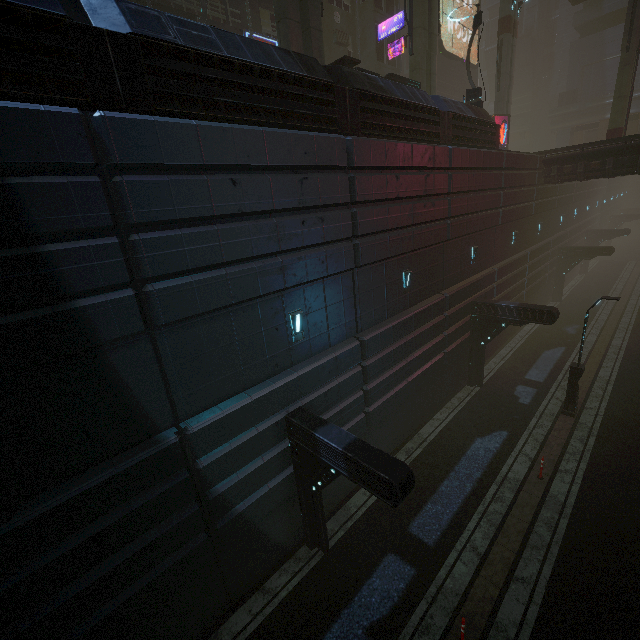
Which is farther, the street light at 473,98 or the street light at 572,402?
the street light at 473,98

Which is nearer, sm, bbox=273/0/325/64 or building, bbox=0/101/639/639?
building, bbox=0/101/639/639

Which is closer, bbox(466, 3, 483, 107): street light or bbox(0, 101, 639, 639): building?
bbox(0, 101, 639, 639): building

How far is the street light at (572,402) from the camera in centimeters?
1300cm

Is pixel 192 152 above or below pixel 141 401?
above

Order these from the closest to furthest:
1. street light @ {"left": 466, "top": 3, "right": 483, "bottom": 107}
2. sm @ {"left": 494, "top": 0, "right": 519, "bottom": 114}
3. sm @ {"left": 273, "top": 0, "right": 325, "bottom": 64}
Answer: sm @ {"left": 273, "top": 0, "right": 325, "bottom": 64}
street light @ {"left": 466, "top": 3, "right": 483, "bottom": 107}
sm @ {"left": 494, "top": 0, "right": 519, "bottom": 114}

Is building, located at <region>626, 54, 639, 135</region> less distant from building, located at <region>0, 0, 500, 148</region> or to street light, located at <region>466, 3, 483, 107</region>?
building, located at <region>0, 0, 500, 148</region>

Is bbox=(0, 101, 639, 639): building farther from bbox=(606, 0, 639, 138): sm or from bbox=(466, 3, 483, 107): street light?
bbox=(606, 0, 639, 138): sm
